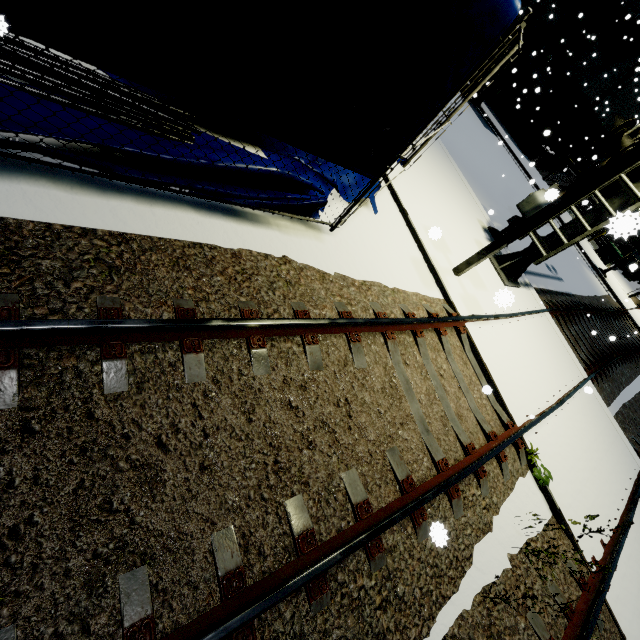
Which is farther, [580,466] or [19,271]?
[580,466]

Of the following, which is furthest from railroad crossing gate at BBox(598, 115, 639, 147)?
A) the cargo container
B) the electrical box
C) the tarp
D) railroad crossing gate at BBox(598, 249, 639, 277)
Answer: the electrical box

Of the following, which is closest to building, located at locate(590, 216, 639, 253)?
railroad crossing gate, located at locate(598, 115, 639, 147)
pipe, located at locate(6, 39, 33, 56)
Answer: pipe, located at locate(6, 39, 33, 56)

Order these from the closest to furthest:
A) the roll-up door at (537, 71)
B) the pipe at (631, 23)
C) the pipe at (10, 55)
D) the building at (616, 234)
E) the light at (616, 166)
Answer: the building at (616, 234), the pipe at (10, 55), the light at (616, 166), the pipe at (631, 23), the roll-up door at (537, 71)

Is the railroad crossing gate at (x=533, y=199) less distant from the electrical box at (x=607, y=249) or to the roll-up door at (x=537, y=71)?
the electrical box at (x=607, y=249)

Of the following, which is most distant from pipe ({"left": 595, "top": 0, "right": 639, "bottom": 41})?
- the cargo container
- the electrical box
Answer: the electrical box

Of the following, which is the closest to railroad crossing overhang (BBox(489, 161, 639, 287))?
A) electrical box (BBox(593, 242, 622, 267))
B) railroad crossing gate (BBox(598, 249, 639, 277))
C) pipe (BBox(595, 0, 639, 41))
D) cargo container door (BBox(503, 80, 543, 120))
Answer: railroad crossing gate (BBox(598, 249, 639, 277))

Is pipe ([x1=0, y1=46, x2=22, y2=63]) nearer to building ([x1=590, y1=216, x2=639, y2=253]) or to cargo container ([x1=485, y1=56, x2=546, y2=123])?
building ([x1=590, y1=216, x2=639, y2=253])
